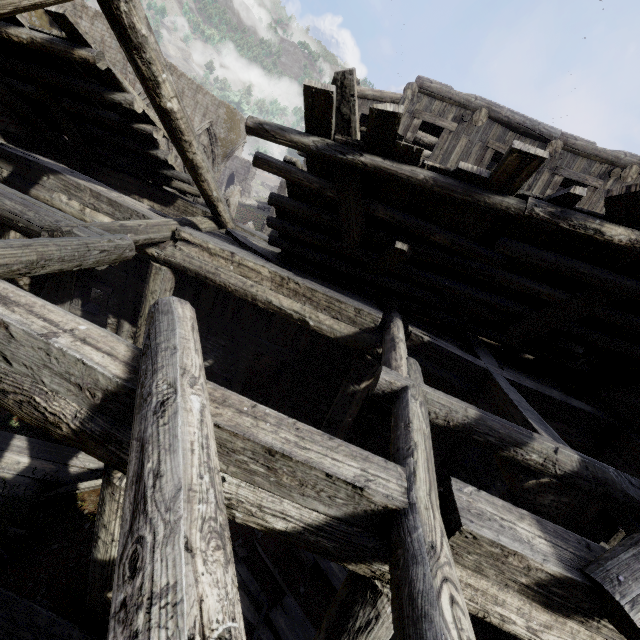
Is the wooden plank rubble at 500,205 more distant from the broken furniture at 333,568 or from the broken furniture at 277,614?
the broken furniture at 277,614

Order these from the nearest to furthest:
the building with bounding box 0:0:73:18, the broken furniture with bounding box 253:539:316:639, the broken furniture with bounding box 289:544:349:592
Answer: the building with bounding box 0:0:73:18 → the broken furniture with bounding box 253:539:316:639 → the broken furniture with bounding box 289:544:349:592

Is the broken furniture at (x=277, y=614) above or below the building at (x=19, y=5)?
below

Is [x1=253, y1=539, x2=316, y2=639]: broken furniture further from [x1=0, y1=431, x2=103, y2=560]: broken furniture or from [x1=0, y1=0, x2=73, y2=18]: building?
[x1=0, y1=431, x2=103, y2=560]: broken furniture

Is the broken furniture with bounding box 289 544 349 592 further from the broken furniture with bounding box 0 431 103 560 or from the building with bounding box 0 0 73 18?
the broken furniture with bounding box 0 431 103 560

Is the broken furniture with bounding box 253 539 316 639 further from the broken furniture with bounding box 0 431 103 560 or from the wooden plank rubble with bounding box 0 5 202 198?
the wooden plank rubble with bounding box 0 5 202 198

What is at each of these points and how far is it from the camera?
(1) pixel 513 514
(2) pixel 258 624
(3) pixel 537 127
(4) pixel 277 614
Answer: (1) building, 2.6m
(2) broken furniture, 4.9m
(3) building, 9.2m
(4) broken furniture, 5.4m

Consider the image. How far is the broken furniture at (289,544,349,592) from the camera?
6.2 meters
